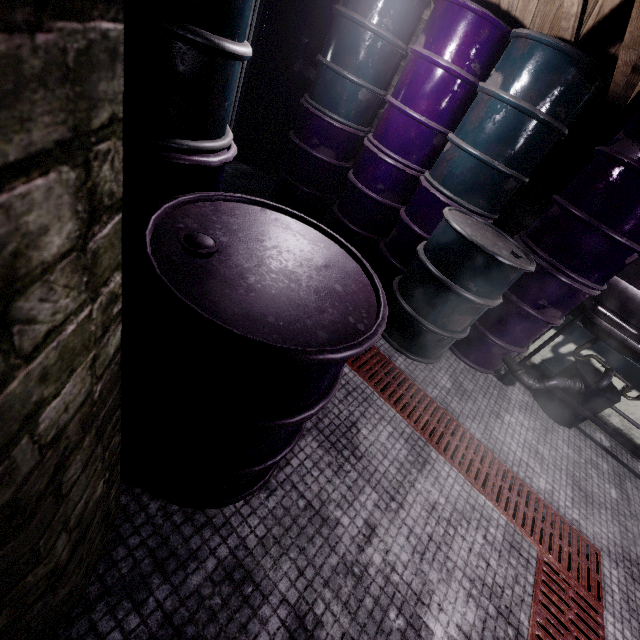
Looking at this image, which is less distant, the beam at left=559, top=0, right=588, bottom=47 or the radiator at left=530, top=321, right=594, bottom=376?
the beam at left=559, top=0, right=588, bottom=47

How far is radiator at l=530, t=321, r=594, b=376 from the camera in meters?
2.9 m

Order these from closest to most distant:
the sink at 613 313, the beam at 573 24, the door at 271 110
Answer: the beam at 573 24 → the sink at 613 313 → the door at 271 110

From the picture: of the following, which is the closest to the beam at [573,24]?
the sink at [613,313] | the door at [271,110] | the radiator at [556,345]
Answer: the door at [271,110]

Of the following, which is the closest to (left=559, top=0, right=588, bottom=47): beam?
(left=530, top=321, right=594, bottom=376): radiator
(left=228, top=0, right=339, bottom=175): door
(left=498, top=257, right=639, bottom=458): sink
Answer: (left=228, top=0, right=339, bottom=175): door

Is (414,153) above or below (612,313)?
above

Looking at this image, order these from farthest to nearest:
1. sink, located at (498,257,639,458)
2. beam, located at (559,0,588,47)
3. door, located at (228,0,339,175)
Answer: door, located at (228,0,339,175), sink, located at (498,257,639,458), beam, located at (559,0,588,47)
